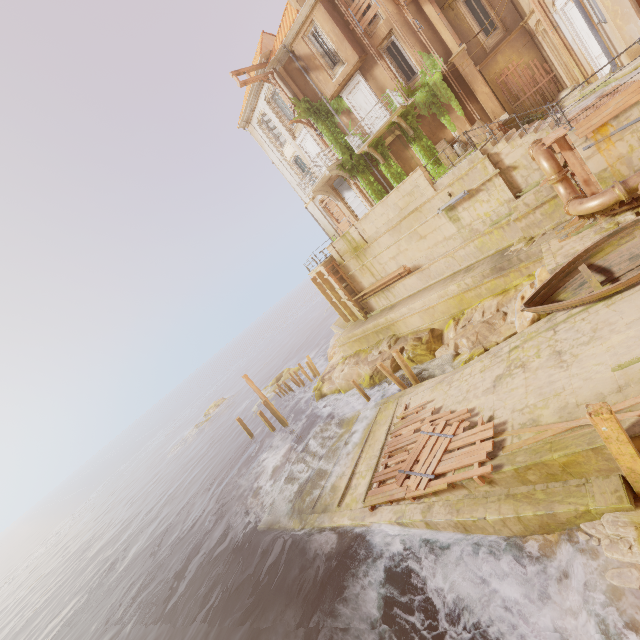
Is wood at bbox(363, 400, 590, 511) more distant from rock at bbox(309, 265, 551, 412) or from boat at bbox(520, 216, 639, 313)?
boat at bbox(520, 216, 639, 313)

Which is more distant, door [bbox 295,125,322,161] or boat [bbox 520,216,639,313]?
door [bbox 295,125,322,161]

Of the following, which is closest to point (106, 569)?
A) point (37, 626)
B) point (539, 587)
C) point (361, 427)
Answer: point (37, 626)

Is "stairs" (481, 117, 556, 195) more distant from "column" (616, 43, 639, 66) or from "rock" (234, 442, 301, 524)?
"rock" (234, 442, 301, 524)

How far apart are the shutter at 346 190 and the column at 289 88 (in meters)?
4.46

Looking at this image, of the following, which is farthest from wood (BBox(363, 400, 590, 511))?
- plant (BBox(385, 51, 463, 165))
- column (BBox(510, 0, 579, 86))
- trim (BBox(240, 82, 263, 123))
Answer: trim (BBox(240, 82, 263, 123))

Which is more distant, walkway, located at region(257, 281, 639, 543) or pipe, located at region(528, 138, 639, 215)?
pipe, located at region(528, 138, 639, 215)

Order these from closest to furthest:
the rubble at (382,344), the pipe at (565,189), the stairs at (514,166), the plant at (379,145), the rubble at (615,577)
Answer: the rubble at (615,577) < the pipe at (565,189) < the stairs at (514,166) < the rubble at (382,344) < the plant at (379,145)
